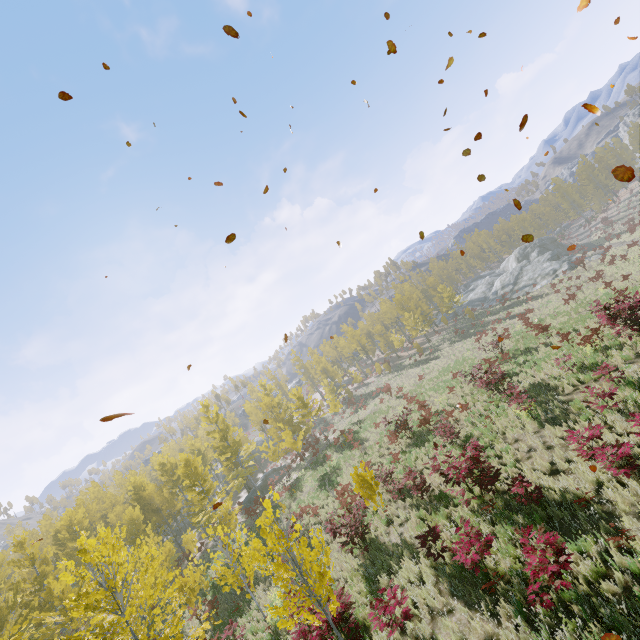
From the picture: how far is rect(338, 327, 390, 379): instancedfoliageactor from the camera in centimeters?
4834cm

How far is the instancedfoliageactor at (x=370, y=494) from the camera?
11.34m

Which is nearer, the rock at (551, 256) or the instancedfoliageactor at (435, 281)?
the rock at (551, 256)

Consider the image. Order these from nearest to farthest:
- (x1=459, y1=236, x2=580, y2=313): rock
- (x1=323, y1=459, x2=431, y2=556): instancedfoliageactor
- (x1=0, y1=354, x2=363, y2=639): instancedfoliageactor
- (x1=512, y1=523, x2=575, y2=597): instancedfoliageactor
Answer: (x1=512, y1=523, x2=575, y2=597): instancedfoliageactor, (x1=0, y1=354, x2=363, y2=639): instancedfoliageactor, (x1=323, y1=459, x2=431, y2=556): instancedfoliageactor, (x1=459, y1=236, x2=580, y2=313): rock

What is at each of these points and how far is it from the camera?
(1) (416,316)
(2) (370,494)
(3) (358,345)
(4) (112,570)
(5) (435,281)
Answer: (1) instancedfoliageactor, 48.0 meters
(2) instancedfoliageactor, 11.3 meters
(3) instancedfoliageactor, 53.8 meters
(4) instancedfoliageactor, 8.8 meters
(5) instancedfoliageactor, 58.4 meters

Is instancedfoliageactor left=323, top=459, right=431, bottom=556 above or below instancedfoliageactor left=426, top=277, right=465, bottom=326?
below
